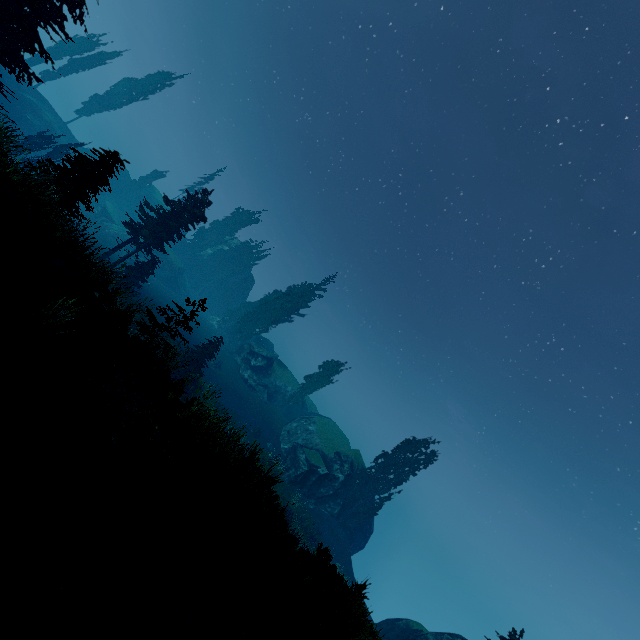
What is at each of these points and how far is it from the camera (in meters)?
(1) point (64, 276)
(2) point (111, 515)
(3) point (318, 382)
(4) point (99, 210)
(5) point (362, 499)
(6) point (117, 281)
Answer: (1) instancedfoliageactor, 8.03
(2) instancedfoliageactor, 5.14
(3) instancedfoliageactor, 47.06
(4) rock, 48.09
(5) instancedfoliageactor, 33.41
(6) instancedfoliageactor, 26.62

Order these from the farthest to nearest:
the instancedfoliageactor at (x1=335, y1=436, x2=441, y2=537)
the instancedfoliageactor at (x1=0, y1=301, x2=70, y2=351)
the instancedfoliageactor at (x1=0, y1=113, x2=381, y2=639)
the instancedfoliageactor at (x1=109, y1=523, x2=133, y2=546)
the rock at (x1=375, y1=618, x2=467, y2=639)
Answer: the instancedfoliageactor at (x1=335, y1=436, x2=441, y2=537), the rock at (x1=375, y1=618, x2=467, y2=639), the instancedfoliageactor at (x1=0, y1=113, x2=381, y2=639), the instancedfoliageactor at (x1=0, y1=301, x2=70, y2=351), the instancedfoliageactor at (x1=109, y1=523, x2=133, y2=546)

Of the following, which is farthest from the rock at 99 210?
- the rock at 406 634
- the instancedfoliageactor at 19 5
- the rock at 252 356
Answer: the rock at 406 634

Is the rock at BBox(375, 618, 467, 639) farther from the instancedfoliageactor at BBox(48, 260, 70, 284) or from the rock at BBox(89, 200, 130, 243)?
the rock at BBox(89, 200, 130, 243)

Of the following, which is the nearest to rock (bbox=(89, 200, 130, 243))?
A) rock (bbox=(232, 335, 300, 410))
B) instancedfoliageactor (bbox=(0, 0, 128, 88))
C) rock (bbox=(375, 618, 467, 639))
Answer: instancedfoliageactor (bbox=(0, 0, 128, 88))

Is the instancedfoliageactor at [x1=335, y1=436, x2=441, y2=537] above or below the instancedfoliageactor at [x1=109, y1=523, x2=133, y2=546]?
above

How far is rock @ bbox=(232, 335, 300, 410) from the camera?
43.9 meters

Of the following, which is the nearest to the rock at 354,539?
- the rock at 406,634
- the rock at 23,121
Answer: the rock at 23,121
